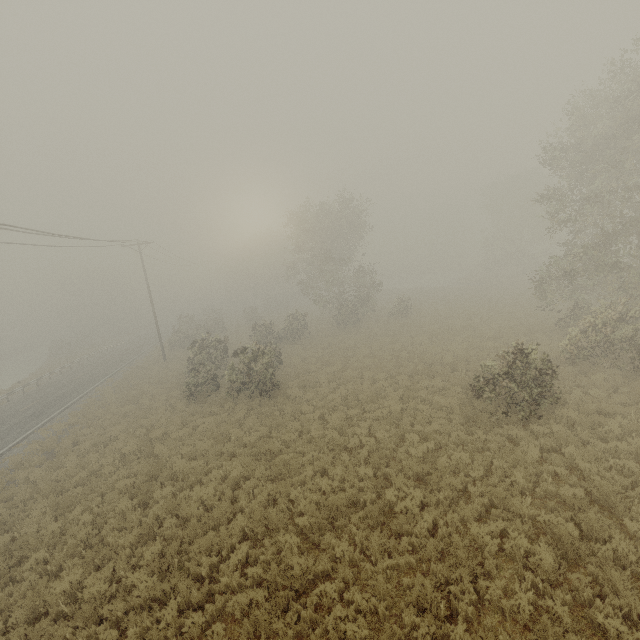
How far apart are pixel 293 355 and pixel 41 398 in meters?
21.1 m
